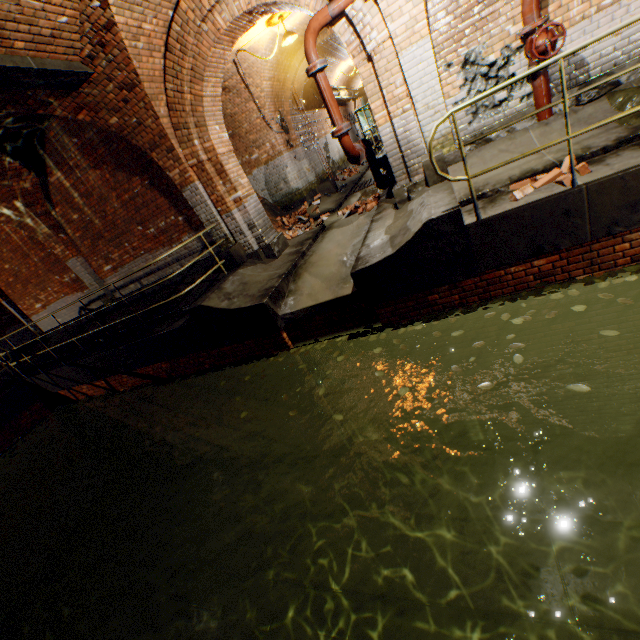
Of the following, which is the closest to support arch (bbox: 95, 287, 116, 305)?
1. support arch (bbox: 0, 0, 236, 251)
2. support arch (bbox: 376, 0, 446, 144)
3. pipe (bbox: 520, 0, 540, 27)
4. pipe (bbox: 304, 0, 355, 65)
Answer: support arch (bbox: 0, 0, 236, 251)

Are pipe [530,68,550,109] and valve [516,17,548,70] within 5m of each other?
yes

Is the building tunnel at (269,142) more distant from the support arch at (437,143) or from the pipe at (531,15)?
the pipe at (531,15)

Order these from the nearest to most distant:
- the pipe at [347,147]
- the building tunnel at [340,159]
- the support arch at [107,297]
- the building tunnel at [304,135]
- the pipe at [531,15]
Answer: Result:
1. the pipe at [531,15]
2. the pipe at [347,147]
3. the building tunnel at [304,135]
4. the support arch at [107,297]
5. the building tunnel at [340,159]

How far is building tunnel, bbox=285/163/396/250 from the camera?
7.59m

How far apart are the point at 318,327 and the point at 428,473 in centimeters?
376cm

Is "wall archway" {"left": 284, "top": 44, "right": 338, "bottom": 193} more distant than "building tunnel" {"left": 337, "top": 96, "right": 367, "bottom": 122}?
No

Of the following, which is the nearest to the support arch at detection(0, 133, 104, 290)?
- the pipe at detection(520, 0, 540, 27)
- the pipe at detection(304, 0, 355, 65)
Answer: the pipe at detection(304, 0, 355, 65)
